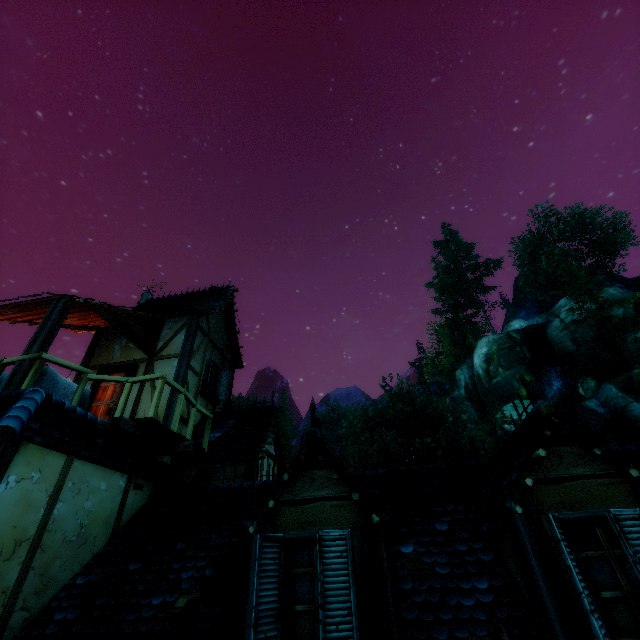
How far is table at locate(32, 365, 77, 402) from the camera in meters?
5.9

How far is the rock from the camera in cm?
3039

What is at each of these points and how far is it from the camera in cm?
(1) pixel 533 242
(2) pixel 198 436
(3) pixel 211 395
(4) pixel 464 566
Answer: (1) tree, 4116
(2) building, 850
(3) window, 978
(4) building, 410

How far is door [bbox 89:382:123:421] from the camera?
8.37m

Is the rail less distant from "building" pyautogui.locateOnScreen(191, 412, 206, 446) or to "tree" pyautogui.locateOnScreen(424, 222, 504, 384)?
"building" pyautogui.locateOnScreen(191, 412, 206, 446)

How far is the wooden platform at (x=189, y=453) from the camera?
5.69m

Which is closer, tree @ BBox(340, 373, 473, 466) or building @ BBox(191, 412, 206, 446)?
building @ BBox(191, 412, 206, 446)

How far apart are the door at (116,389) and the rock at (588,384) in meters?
37.9 m
